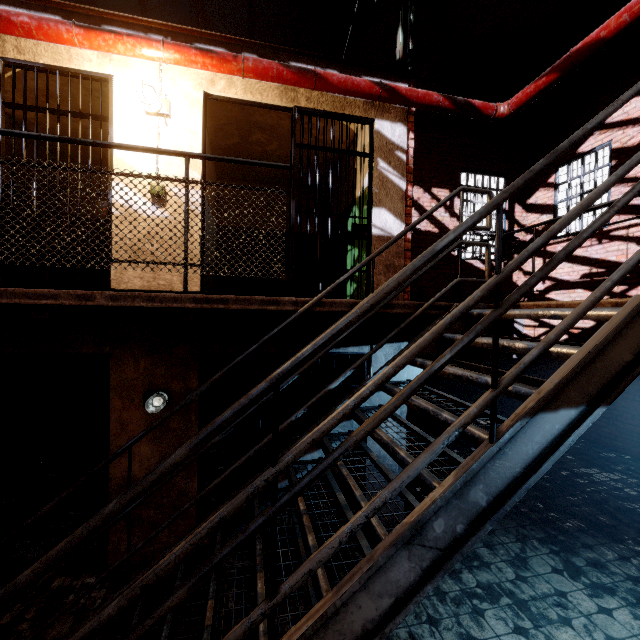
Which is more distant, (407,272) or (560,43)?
(560,43)

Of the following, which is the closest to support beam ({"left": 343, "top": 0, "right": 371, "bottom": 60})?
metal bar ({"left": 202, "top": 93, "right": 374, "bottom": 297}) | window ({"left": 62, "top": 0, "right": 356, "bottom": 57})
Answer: window ({"left": 62, "top": 0, "right": 356, "bottom": 57})

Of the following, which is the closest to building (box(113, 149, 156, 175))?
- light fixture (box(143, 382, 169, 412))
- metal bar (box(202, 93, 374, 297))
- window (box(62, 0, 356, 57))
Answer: metal bar (box(202, 93, 374, 297))

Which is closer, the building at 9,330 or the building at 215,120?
the building at 9,330

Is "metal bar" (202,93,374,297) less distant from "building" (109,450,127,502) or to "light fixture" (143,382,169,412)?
"building" (109,450,127,502)

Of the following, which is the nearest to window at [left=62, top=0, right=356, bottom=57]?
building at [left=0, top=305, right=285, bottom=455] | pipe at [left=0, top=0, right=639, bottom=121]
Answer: pipe at [left=0, top=0, right=639, bottom=121]

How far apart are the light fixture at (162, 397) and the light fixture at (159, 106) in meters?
3.0
